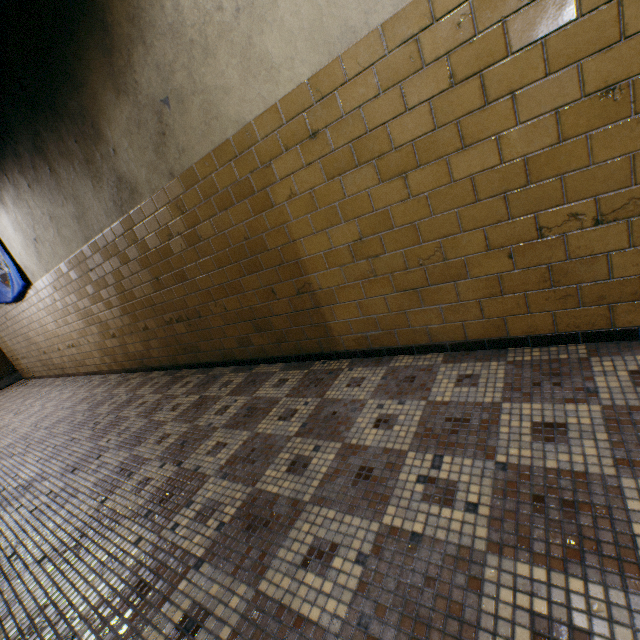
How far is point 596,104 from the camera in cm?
142
